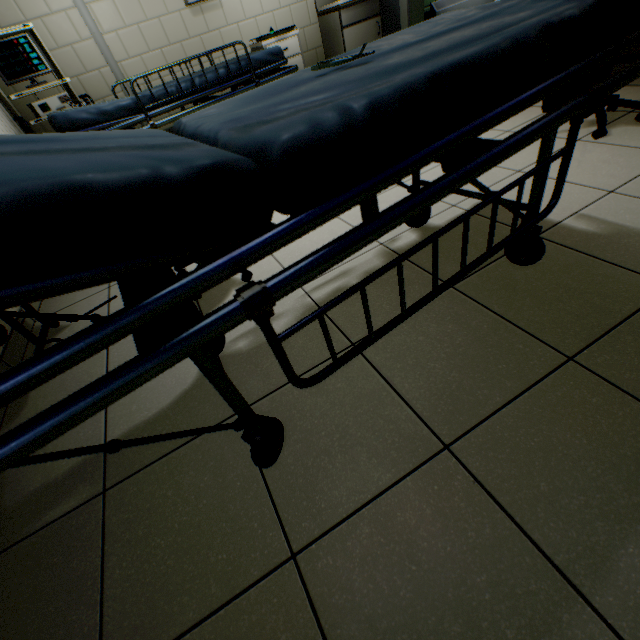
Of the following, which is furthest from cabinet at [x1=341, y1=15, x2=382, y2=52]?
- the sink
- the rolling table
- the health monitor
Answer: the rolling table

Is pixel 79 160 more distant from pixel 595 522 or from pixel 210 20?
pixel 210 20

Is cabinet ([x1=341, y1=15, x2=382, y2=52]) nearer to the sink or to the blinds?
the sink

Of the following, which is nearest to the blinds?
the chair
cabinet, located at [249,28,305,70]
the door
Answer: cabinet, located at [249,28,305,70]

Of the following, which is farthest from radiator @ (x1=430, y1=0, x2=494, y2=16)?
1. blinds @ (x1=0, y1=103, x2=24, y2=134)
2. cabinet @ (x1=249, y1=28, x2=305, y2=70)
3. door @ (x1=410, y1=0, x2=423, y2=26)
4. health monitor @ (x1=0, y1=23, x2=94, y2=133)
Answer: blinds @ (x1=0, y1=103, x2=24, y2=134)

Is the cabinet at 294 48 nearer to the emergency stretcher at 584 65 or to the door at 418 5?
the door at 418 5

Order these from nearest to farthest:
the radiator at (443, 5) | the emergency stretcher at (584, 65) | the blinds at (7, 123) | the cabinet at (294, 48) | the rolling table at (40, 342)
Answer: the emergency stretcher at (584, 65) → the rolling table at (40, 342) → the blinds at (7, 123) → the cabinet at (294, 48) → the radiator at (443, 5)

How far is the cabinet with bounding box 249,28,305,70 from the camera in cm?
385
